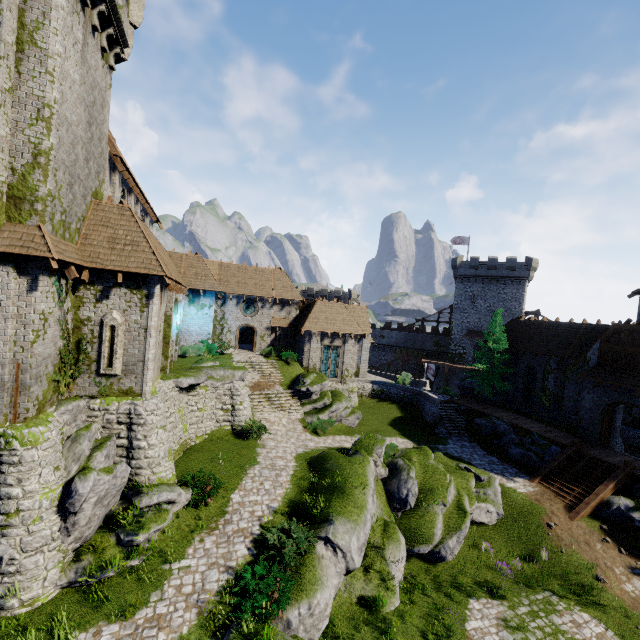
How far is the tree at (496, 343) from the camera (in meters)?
31.86

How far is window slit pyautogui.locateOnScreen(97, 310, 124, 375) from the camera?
13.87m

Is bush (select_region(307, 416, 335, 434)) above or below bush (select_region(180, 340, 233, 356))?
below

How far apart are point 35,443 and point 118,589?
5.6m

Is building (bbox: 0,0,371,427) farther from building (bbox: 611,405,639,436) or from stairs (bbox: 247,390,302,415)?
building (bbox: 611,405,639,436)

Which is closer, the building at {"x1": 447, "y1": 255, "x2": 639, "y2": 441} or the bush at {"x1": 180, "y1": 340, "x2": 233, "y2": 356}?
the building at {"x1": 447, "y1": 255, "x2": 639, "y2": 441}

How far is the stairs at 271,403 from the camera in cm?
2553

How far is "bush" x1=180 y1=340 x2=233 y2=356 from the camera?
28.2m
